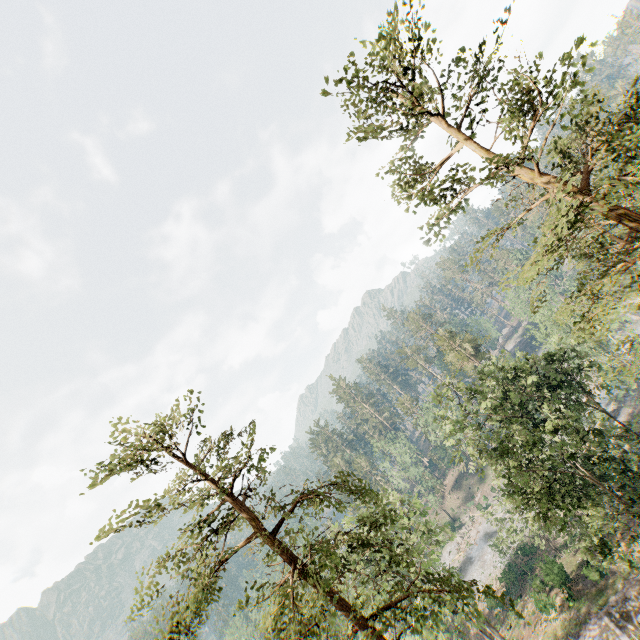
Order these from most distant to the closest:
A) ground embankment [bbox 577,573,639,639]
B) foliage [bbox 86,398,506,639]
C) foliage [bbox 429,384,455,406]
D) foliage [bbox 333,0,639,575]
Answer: foliage [bbox 429,384,455,406], ground embankment [bbox 577,573,639,639], foliage [bbox 86,398,506,639], foliage [bbox 333,0,639,575]

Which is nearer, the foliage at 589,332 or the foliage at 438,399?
the foliage at 589,332

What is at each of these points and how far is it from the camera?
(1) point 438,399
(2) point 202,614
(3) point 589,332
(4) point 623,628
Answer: (1) foliage, 24.91m
(2) foliage, 12.91m
(3) foliage, 14.83m
(4) ground embankment, 23.16m

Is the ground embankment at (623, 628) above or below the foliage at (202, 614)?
below

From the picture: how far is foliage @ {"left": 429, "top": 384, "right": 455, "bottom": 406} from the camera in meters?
23.5 m

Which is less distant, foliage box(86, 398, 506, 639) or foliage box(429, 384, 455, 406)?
foliage box(86, 398, 506, 639)

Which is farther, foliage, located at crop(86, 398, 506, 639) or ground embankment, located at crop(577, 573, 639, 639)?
ground embankment, located at crop(577, 573, 639, 639)
